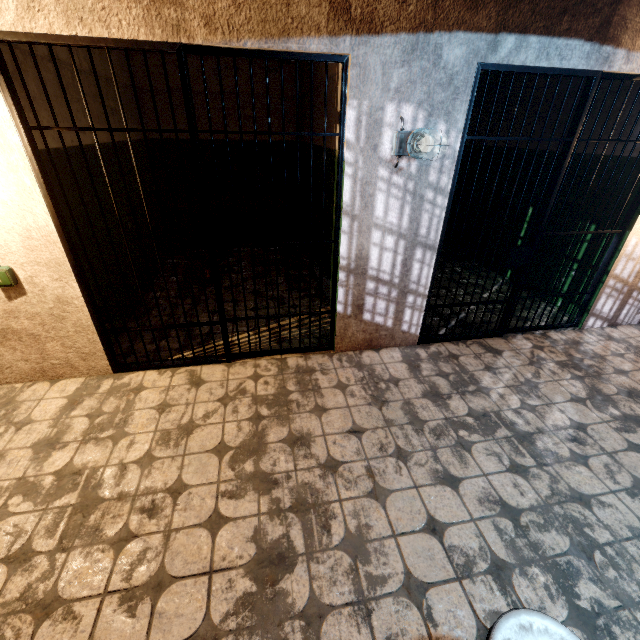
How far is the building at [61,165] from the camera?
2.6 meters

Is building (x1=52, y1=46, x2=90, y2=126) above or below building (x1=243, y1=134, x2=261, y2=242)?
above

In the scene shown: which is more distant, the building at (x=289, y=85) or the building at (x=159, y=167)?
the building at (x=289, y=85)

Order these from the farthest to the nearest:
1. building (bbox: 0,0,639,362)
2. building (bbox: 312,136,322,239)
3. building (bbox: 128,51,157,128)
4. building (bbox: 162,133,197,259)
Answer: building (bbox: 162,133,197,259), building (bbox: 128,51,157,128), building (bbox: 312,136,322,239), building (bbox: 0,0,639,362)

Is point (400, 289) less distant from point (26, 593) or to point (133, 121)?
point (26, 593)

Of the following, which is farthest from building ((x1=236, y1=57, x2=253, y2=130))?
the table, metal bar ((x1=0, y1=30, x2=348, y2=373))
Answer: the table

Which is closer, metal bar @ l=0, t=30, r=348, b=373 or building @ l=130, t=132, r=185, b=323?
metal bar @ l=0, t=30, r=348, b=373

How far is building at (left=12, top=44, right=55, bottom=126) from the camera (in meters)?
2.28
